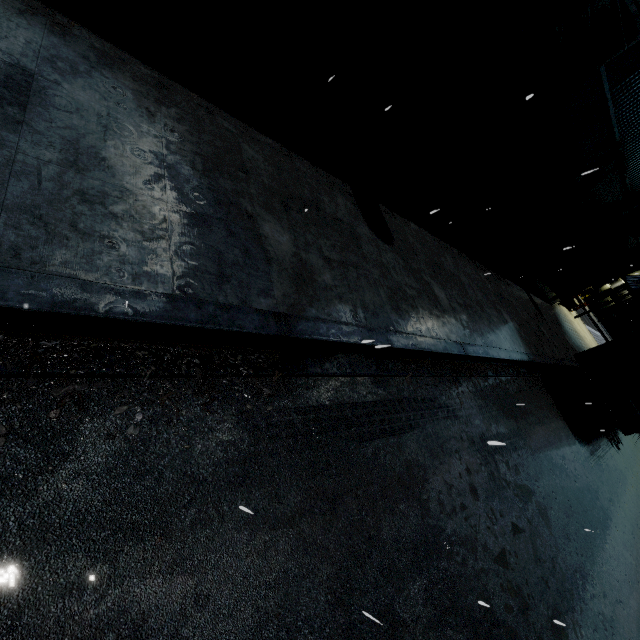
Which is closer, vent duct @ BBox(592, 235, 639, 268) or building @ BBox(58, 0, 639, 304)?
building @ BBox(58, 0, 639, 304)

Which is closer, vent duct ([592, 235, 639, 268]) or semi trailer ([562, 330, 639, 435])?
semi trailer ([562, 330, 639, 435])

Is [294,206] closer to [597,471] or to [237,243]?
[237,243]

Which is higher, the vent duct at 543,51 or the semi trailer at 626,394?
the vent duct at 543,51

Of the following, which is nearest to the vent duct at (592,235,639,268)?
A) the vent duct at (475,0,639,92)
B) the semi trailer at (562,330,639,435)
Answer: the semi trailer at (562,330,639,435)

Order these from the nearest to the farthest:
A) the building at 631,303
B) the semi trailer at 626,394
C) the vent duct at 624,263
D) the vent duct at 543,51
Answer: the vent duct at 543,51, the semi trailer at 626,394, the vent duct at 624,263, the building at 631,303

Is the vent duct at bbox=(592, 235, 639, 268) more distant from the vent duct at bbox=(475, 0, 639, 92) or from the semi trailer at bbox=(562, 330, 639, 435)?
the vent duct at bbox=(475, 0, 639, 92)

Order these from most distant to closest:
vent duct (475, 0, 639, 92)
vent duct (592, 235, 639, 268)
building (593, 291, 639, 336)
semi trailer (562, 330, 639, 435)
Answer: building (593, 291, 639, 336) → vent duct (592, 235, 639, 268) → semi trailer (562, 330, 639, 435) → vent duct (475, 0, 639, 92)
